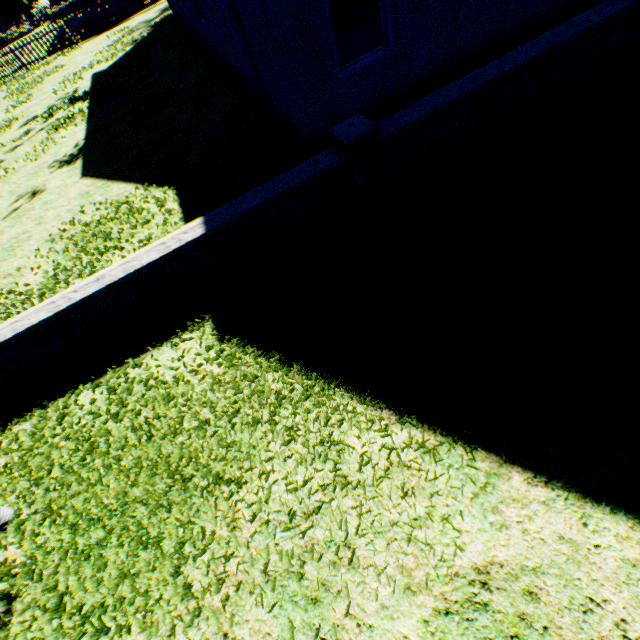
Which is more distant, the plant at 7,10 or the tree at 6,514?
the plant at 7,10

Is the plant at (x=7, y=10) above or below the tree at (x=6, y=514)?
above

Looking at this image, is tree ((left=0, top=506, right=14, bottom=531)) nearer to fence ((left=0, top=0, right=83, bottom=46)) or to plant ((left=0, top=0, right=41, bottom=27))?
plant ((left=0, top=0, right=41, bottom=27))

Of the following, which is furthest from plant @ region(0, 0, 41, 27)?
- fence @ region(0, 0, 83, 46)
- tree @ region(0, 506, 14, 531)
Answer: tree @ region(0, 506, 14, 531)

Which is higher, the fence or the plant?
the plant

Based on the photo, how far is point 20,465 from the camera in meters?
3.7
